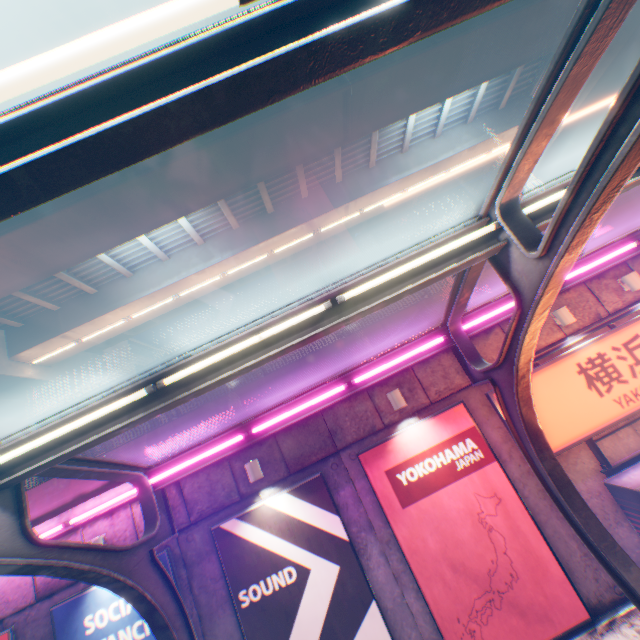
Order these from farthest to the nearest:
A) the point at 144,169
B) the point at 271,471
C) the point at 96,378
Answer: the point at 96,378 < the point at 144,169 < the point at 271,471

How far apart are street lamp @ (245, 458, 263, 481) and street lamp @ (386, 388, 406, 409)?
3.25m

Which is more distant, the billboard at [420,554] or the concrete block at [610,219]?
the concrete block at [610,219]

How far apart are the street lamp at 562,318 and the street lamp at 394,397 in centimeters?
408cm

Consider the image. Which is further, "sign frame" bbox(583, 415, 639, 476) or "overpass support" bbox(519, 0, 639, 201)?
"overpass support" bbox(519, 0, 639, 201)

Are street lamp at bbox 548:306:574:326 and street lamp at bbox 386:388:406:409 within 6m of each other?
yes

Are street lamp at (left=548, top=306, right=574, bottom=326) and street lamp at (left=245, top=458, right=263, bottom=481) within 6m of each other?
no

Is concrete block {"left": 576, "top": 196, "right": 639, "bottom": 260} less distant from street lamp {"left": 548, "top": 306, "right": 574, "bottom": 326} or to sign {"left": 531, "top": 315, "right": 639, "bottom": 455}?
street lamp {"left": 548, "top": 306, "right": 574, "bottom": 326}
